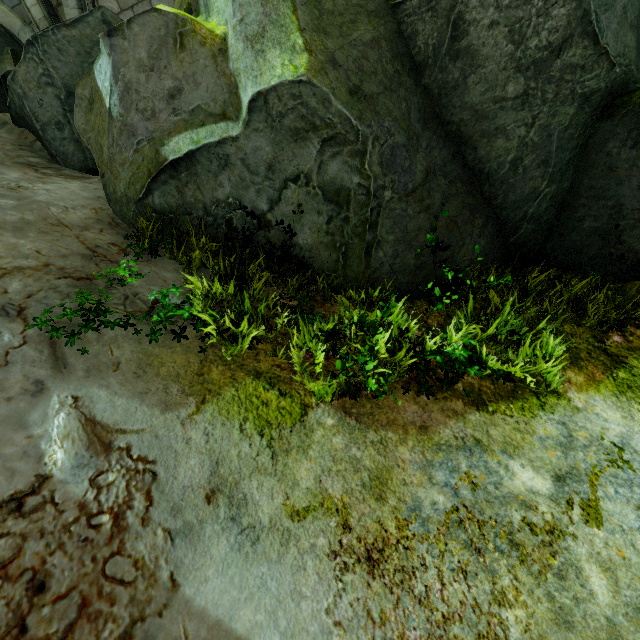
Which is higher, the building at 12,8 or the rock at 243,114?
the building at 12,8

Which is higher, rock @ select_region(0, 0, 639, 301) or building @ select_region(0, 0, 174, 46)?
building @ select_region(0, 0, 174, 46)

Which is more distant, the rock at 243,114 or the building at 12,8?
the building at 12,8

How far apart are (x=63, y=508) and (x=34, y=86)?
7.36m

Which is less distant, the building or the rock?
the rock
